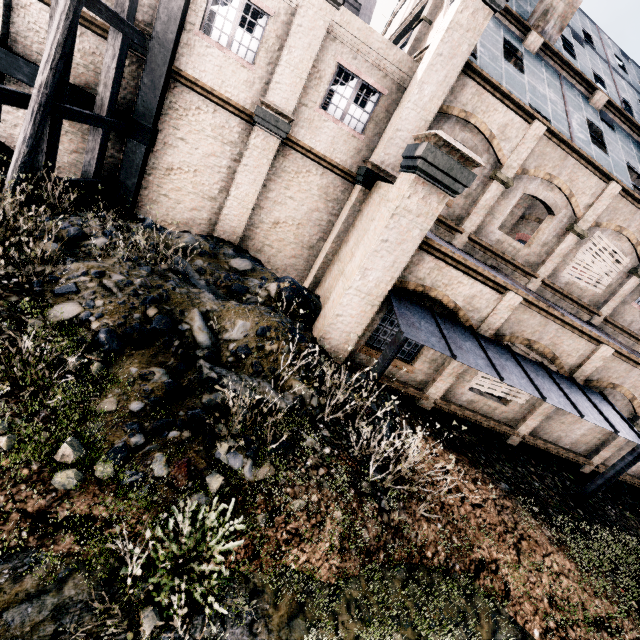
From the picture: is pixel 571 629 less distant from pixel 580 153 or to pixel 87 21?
pixel 580 153

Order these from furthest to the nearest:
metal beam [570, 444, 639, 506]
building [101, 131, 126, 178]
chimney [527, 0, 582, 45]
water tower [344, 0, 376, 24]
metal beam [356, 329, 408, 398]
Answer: water tower [344, 0, 376, 24]
chimney [527, 0, 582, 45]
building [101, 131, 126, 178]
metal beam [570, 444, 639, 506]
metal beam [356, 329, 408, 398]

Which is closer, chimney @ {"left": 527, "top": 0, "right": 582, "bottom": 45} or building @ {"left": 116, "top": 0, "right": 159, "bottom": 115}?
building @ {"left": 116, "top": 0, "right": 159, "bottom": 115}

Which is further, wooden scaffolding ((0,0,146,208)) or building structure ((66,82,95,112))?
building structure ((66,82,95,112))

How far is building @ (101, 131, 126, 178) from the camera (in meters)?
12.20

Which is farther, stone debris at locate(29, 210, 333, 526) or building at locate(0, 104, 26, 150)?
building at locate(0, 104, 26, 150)

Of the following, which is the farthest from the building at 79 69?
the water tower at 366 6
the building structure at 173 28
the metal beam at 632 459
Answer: the metal beam at 632 459

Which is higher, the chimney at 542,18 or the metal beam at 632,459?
the chimney at 542,18
